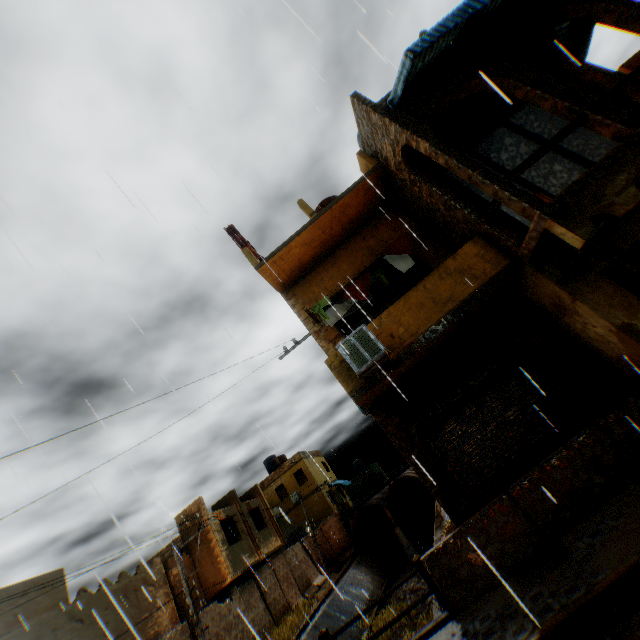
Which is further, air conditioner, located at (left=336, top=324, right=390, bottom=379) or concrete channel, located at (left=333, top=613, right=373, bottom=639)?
concrete channel, located at (left=333, top=613, right=373, bottom=639)

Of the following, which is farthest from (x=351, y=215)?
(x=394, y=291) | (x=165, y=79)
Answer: (x=165, y=79)

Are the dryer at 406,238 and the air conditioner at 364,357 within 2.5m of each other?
yes

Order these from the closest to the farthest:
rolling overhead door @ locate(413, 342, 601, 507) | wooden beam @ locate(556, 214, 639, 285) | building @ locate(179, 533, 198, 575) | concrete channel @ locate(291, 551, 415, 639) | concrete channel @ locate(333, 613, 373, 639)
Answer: wooden beam @ locate(556, 214, 639, 285) → rolling overhead door @ locate(413, 342, 601, 507) → concrete channel @ locate(333, 613, 373, 639) → concrete channel @ locate(291, 551, 415, 639) → building @ locate(179, 533, 198, 575)

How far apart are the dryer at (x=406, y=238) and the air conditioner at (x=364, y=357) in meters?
1.4 m

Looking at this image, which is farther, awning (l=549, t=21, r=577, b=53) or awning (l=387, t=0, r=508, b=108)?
awning (l=549, t=21, r=577, b=53)

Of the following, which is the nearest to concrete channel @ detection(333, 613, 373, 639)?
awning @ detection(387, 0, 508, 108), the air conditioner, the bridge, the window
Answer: the bridge

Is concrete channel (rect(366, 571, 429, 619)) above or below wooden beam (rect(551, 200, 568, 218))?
below
